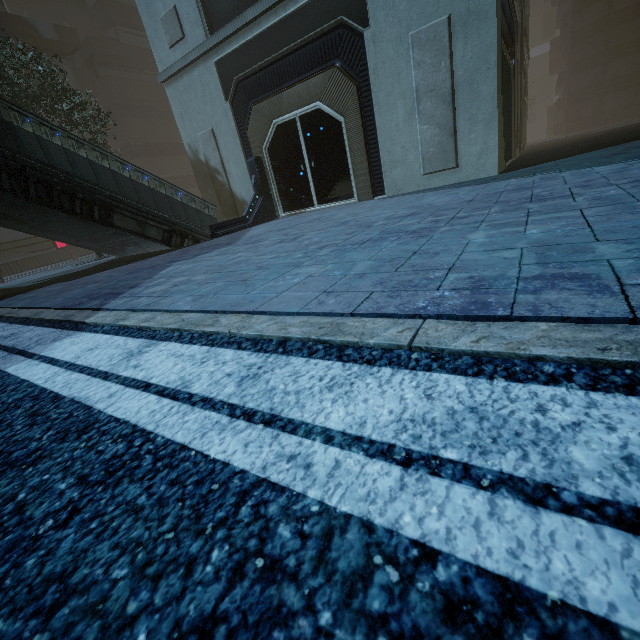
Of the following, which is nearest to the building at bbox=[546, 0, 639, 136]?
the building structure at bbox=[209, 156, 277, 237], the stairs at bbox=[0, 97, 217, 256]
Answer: the building structure at bbox=[209, 156, 277, 237]

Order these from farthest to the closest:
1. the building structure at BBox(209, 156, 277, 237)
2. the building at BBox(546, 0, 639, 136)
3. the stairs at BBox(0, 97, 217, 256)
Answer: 1. the building at BBox(546, 0, 639, 136)
2. the building structure at BBox(209, 156, 277, 237)
3. the stairs at BBox(0, 97, 217, 256)

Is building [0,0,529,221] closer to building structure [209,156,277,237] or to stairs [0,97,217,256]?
building structure [209,156,277,237]

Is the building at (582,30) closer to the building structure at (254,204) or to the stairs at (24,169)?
the building structure at (254,204)

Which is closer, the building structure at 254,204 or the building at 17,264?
the building structure at 254,204

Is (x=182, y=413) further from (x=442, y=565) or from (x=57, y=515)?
(x=442, y=565)
